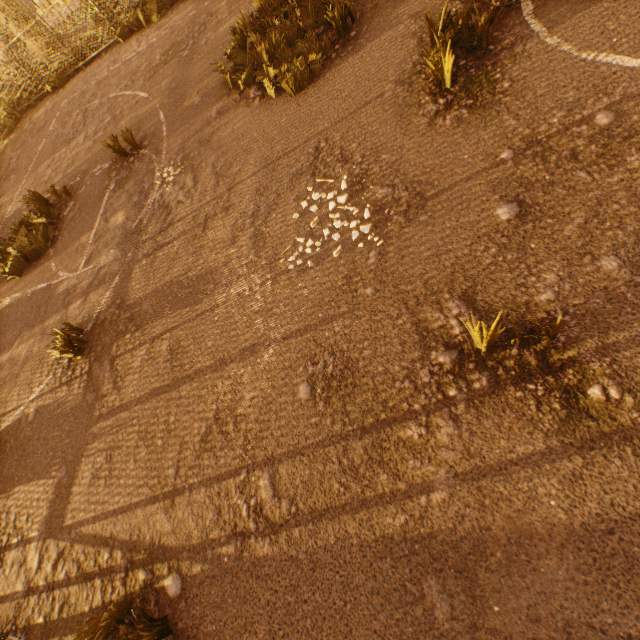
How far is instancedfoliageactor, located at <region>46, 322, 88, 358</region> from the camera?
4.5m

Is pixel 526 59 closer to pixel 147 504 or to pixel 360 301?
pixel 360 301

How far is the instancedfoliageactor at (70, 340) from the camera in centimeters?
450cm
